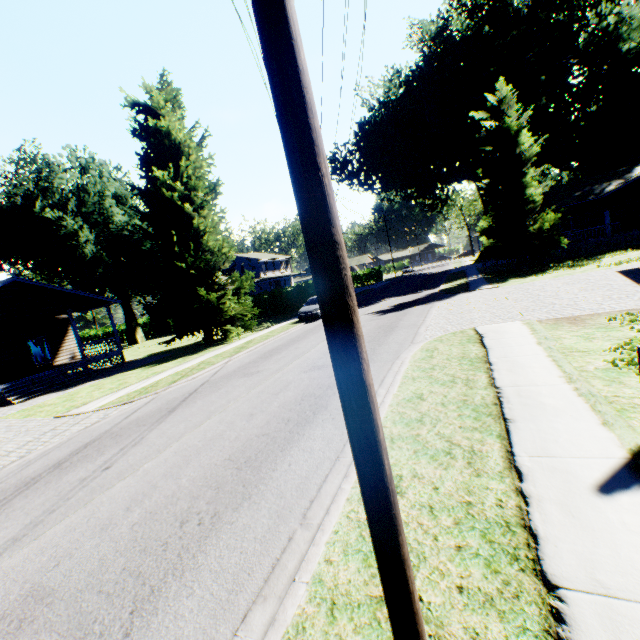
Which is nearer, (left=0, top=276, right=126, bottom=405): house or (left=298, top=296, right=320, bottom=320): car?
(left=0, top=276, right=126, bottom=405): house

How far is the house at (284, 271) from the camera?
49.13m

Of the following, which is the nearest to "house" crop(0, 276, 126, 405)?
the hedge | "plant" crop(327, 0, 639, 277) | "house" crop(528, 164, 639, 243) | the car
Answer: the hedge

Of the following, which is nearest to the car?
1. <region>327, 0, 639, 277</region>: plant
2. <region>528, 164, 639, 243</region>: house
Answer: Result: <region>327, 0, 639, 277</region>: plant

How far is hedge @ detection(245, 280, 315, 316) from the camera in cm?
3581

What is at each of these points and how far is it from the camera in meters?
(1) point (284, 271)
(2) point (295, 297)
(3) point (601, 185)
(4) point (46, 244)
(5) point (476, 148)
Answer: (1) house, 58.3 m
(2) hedge, 36.3 m
(3) house, 28.2 m
(4) plant, 30.9 m
(5) plant, 41.7 m

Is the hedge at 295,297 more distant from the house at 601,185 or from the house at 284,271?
the house at 601,185

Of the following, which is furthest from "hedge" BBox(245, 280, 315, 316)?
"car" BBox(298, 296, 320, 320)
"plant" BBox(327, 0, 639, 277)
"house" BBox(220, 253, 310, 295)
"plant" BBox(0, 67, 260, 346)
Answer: "plant" BBox(327, 0, 639, 277)
